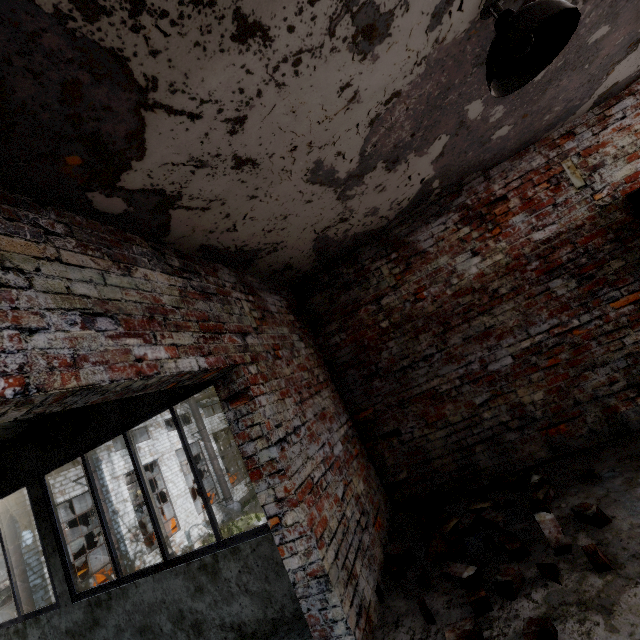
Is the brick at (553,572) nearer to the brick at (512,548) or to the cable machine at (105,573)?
the brick at (512,548)

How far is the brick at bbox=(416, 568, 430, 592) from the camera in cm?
251

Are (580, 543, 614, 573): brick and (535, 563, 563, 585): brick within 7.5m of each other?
yes

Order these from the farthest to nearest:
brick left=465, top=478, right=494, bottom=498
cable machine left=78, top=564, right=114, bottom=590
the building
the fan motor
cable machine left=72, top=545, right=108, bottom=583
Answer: the fan motor → cable machine left=72, top=545, right=108, bottom=583 → cable machine left=78, top=564, right=114, bottom=590 → brick left=465, top=478, right=494, bottom=498 → the building

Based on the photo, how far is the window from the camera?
3.1 meters

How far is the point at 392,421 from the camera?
4.05m

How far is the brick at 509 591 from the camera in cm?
212

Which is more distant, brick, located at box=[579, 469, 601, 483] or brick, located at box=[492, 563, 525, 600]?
brick, located at box=[579, 469, 601, 483]
